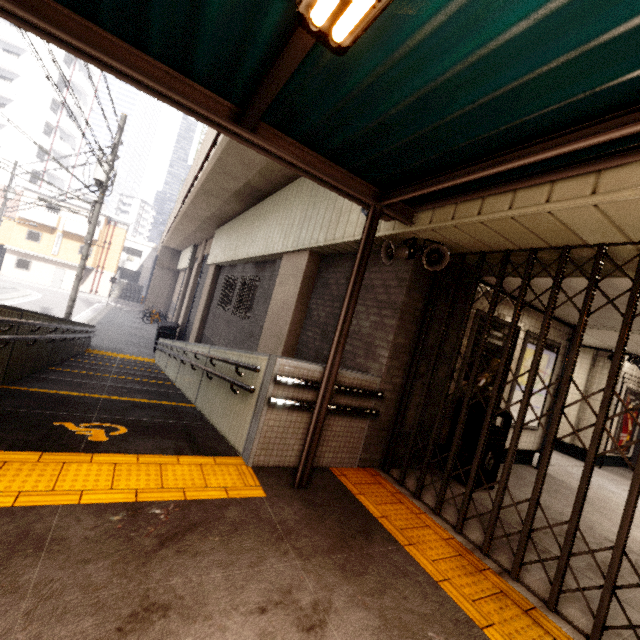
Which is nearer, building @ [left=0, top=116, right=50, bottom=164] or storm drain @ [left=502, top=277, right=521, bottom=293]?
storm drain @ [left=502, top=277, right=521, bottom=293]

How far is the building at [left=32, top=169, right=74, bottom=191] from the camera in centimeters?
4075cm

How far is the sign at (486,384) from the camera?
5.28m

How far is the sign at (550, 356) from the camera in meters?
6.1

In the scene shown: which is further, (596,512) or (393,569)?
(596,512)

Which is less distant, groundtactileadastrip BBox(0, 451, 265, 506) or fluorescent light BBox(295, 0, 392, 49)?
fluorescent light BBox(295, 0, 392, 49)

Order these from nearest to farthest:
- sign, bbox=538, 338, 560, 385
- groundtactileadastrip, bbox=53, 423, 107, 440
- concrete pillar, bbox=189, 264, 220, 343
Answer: groundtactileadastrip, bbox=53, 423, 107, 440 < sign, bbox=538, 338, 560, 385 < concrete pillar, bbox=189, 264, 220, 343

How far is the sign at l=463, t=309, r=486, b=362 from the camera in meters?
5.0 m
